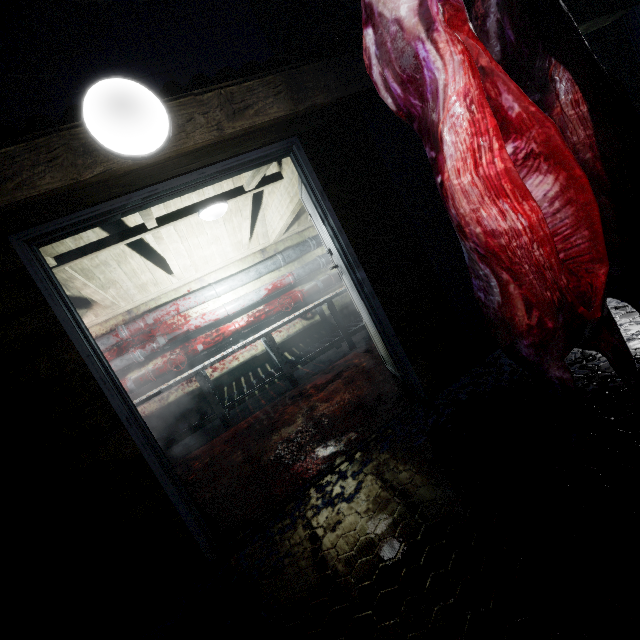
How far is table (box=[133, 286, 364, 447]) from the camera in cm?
400

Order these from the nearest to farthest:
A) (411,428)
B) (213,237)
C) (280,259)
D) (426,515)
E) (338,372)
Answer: (426,515)
(411,428)
(338,372)
(213,237)
(280,259)

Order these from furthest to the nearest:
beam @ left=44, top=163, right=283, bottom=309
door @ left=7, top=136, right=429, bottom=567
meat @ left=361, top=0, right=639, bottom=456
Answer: beam @ left=44, top=163, right=283, bottom=309
door @ left=7, top=136, right=429, bottom=567
meat @ left=361, top=0, right=639, bottom=456

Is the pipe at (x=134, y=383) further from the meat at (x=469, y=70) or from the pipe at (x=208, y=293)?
the meat at (x=469, y=70)

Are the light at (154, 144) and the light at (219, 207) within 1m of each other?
no

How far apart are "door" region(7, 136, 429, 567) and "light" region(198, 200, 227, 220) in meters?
0.8 m

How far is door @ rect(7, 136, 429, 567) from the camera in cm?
160

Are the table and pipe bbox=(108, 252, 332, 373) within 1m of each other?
yes
